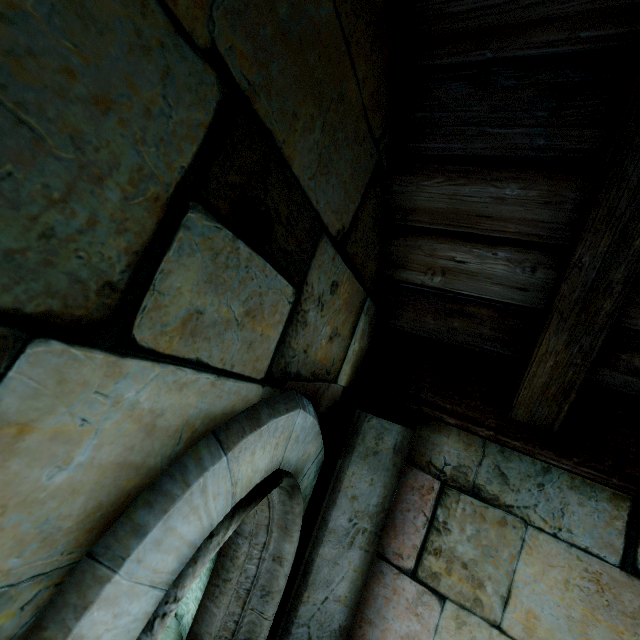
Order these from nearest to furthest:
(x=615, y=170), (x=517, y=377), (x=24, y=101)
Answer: (x=24, y=101) < (x=615, y=170) < (x=517, y=377)
